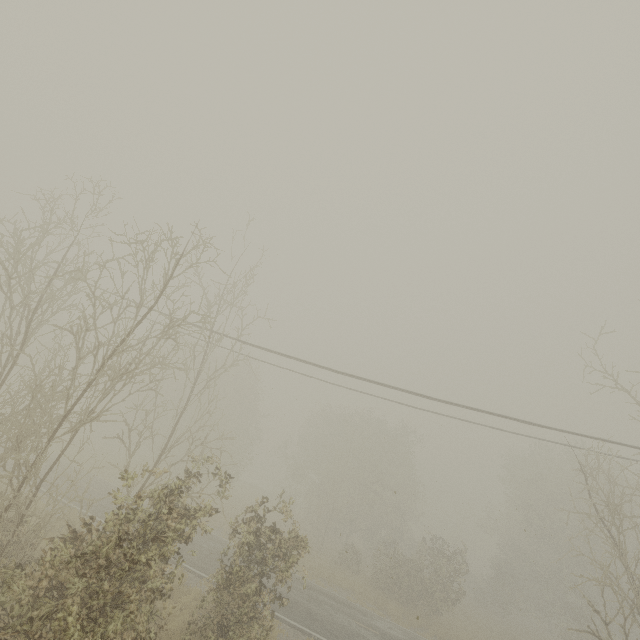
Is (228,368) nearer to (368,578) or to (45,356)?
(368,578)
